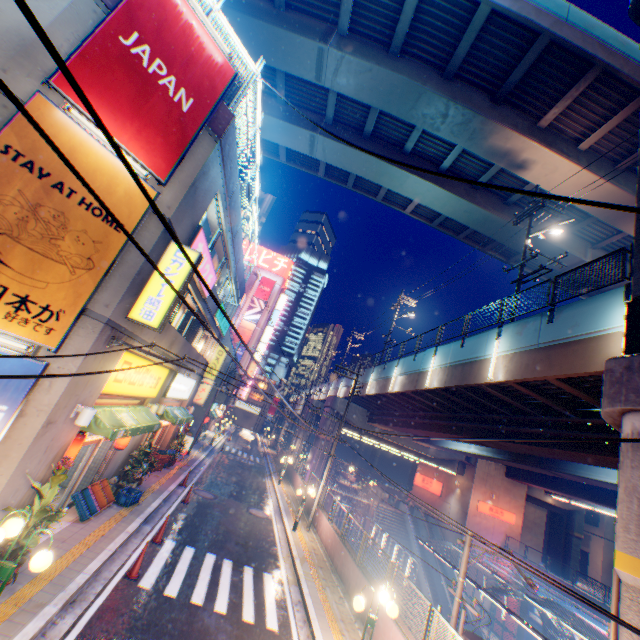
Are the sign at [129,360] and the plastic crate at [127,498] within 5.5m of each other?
yes

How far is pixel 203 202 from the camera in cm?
1023

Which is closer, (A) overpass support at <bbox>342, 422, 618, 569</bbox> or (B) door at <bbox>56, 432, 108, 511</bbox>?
(B) door at <bbox>56, 432, 108, 511</bbox>

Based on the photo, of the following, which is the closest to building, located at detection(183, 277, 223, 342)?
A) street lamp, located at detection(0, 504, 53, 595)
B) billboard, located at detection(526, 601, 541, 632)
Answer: street lamp, located at detection(0, 504, 53, 595)

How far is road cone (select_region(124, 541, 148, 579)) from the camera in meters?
8.8

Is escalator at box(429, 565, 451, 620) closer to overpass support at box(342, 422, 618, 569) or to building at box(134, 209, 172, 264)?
overpass support at box(342, 422, 618, 569)

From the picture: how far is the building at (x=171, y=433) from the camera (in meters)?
19.78

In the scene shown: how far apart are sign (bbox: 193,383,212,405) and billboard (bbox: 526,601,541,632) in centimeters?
3363cm
